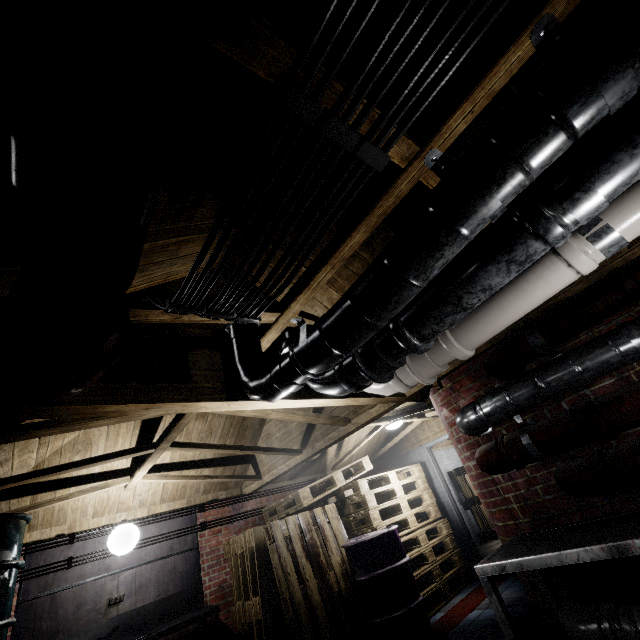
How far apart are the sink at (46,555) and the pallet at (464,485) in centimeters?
589cm

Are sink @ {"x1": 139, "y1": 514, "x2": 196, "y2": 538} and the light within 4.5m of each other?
yes

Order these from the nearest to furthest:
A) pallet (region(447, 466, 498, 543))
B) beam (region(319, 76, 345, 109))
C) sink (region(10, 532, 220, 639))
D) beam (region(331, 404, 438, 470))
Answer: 1. beam (region(319, 76, 345, 109))
2. sink (region(10, 532, 220, 639))
3. beam (region(331, 404, 438, 470))
4. pallet (region(447, 466, 498, 543))

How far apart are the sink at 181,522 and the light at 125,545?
0.0m

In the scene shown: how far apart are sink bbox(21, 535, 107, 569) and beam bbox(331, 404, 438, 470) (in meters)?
3.25

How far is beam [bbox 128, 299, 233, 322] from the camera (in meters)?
1.31

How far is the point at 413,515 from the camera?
4.8m

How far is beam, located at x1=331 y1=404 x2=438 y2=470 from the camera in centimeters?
475cm
